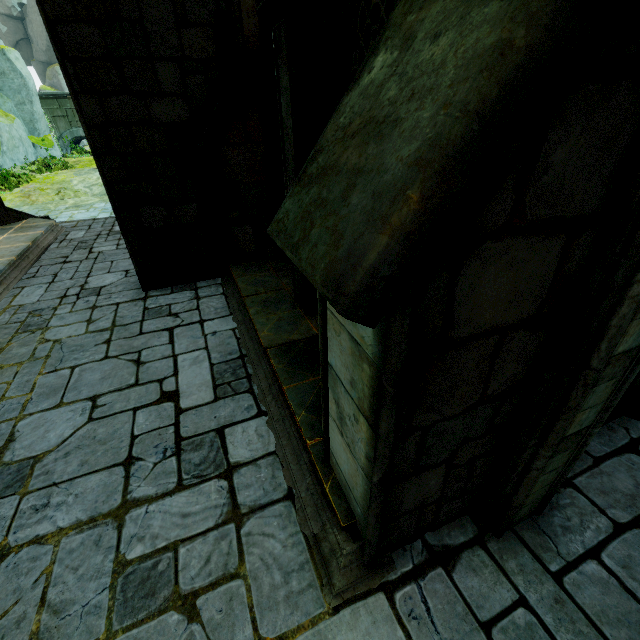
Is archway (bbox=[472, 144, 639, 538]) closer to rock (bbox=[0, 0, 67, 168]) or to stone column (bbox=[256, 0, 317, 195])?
stone column (bbox=[256, 0, 317, 195])

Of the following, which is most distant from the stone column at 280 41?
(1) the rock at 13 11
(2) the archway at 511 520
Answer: (1) the rock at 13 11

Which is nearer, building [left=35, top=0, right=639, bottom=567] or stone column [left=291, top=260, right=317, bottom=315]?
building [left=35, top=0, right=639, bottom=567]

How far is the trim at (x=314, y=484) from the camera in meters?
2.4

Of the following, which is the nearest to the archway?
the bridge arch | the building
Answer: the building

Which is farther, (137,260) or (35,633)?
(137,260)

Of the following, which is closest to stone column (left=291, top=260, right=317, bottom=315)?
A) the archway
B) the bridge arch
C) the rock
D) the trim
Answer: the trim

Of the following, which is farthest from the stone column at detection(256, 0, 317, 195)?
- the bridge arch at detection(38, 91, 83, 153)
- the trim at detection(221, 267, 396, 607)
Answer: the bridge arch at detection(38, 91, 83, 153)
